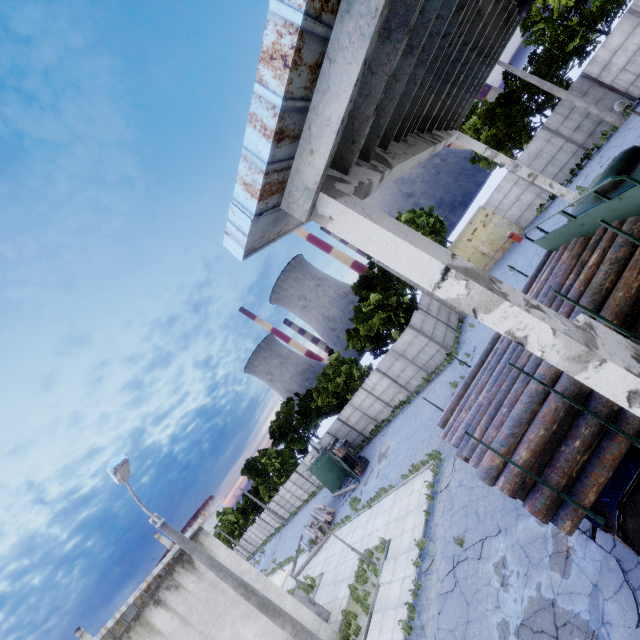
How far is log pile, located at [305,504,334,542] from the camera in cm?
2550

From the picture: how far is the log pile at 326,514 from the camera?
25.50m

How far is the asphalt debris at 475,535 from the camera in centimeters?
978cm

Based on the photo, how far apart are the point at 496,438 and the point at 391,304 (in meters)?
21.41

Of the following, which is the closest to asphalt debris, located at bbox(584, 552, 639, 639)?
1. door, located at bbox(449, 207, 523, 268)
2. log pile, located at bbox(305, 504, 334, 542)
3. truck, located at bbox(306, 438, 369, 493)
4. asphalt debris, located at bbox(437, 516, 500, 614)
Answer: asphalt debris, located at bbox(437, 516, 500, 614)

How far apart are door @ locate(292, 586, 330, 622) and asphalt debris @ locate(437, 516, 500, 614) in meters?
9.4

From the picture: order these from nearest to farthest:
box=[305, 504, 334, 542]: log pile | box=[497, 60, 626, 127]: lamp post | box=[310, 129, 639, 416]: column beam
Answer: box=[310, 129, 639, 416]: column beam
box=[497, 60, 626, 127]: lamp post
box=[305, 504, 334, 542]: log pile

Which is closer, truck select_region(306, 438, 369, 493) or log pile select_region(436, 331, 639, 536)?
log pile select_region(436, 331, 639, 536)
